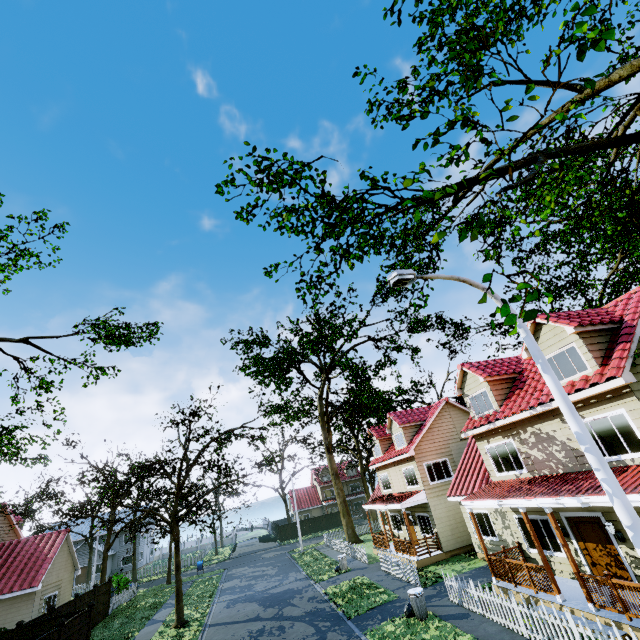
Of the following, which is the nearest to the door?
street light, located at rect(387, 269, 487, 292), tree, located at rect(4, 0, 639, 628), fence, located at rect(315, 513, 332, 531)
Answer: fence, located at rect(315, 513, 332, 531)

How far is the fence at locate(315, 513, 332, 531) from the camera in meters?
50.7 m

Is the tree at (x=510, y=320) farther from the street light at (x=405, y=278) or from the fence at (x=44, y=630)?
the street light at (x=405, y=278)

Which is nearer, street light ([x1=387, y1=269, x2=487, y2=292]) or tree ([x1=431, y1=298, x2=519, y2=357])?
tree ([x1=431, y1=298, x2=519, y2=357])

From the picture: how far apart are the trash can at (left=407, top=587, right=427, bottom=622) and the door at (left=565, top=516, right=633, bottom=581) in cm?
607

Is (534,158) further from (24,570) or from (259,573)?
(24,570)

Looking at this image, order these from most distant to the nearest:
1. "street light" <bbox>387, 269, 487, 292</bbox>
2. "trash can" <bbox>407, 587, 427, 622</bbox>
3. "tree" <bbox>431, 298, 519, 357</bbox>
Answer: "trash can" <bbox>407, 587, 427, 622</bbox> < "street light" <bbox>387, 269, 487, 292</bbox> < "tree" <bbox>431, 298, 519, 357</bbox>

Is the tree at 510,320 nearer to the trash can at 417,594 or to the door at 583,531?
the door at 583,531
